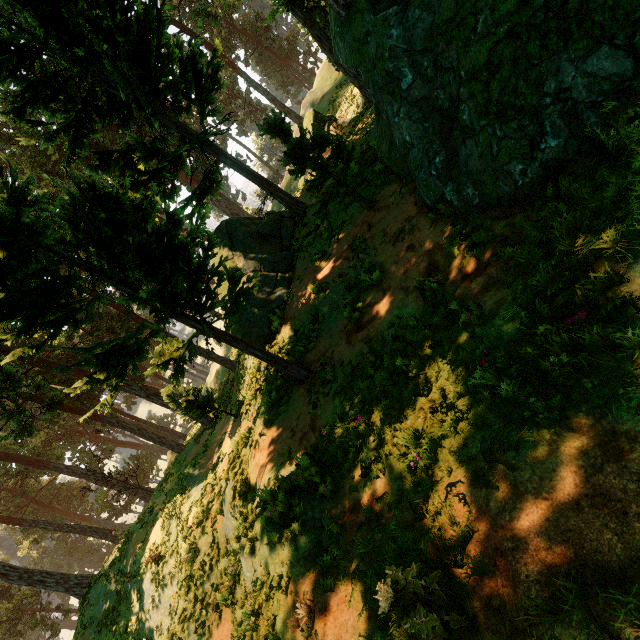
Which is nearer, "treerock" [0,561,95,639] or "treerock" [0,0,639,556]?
"treerock" [0,0,639,556]

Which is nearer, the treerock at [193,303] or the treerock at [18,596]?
the treerock at [193,303]

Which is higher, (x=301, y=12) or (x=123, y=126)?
(x=123, y=126)
